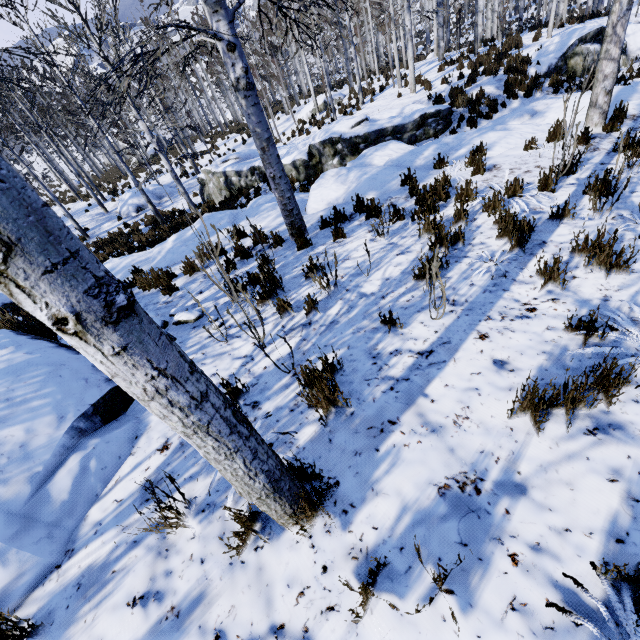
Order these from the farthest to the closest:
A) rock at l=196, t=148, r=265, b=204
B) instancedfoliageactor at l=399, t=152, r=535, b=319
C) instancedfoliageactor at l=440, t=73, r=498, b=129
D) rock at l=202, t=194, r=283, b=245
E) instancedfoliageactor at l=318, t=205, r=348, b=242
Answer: rock at l=196, t=148, r=265, b=204 < instancedfoliageactor at l=440, t=73, r=498, b=129 < rock at l=202, t=194, r=283, b=245 < instancedfoliageactor at l=318, t=205, r=348, b=242 < instancedfoliageactor at l=399, t=152, r=535, b=319

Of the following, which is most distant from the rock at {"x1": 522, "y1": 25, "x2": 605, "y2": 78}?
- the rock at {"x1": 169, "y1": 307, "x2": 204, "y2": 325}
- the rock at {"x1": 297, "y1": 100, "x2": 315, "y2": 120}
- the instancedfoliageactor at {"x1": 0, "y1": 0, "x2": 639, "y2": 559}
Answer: the rock at {"x1": 169, "y1": 307, "x2": 204, "y2": 325}

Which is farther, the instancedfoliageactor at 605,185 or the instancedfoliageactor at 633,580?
the instancedfoliageactor at 605,185

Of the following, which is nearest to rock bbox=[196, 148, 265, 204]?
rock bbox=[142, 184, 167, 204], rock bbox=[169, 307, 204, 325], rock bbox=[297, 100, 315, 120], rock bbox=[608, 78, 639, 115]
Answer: rock bbox=[608, 78, 639, 115]

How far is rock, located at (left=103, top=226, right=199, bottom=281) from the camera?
7.2m

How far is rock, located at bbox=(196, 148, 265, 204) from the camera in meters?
13.6 m

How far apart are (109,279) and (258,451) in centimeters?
97cm
